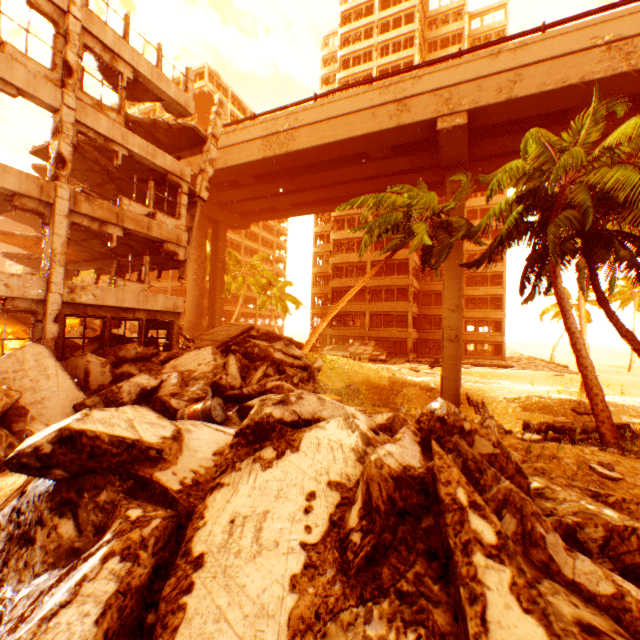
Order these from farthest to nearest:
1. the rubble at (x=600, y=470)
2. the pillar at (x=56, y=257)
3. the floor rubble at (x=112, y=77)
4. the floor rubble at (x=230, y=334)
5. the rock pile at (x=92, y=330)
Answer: the rock pile at (x=92, y=330) → the floor rubble at (x=230, y=334) → the floor rubble at (x=112, y=77) → the pillar at (x=56, y=257) → the rubble at (x=600, y=470)

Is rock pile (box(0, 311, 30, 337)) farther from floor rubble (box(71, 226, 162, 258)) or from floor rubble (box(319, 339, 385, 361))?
floor rubble (box(319, 339, 385, 361))

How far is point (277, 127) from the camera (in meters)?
23.39

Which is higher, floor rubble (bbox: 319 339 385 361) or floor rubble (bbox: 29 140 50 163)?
floor rubble (bbox: 29 140 50 163)

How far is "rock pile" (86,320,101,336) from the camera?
21.64m

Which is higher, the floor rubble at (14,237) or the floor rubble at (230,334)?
the floor rubble at (14,237)

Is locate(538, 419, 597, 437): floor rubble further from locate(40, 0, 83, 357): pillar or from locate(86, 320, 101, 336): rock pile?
locate(40, 0, 83, 357): pillar

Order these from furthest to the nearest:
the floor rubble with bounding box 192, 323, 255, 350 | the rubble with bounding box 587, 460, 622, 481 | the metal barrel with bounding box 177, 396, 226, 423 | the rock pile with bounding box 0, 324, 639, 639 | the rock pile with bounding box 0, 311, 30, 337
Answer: the rock pile with bounding box 0, 311, 30, 337 < the floor rubble with bounding box 192, 323, 255, 350 < the metal barrel with bounding box 177, 396, 226, 423 < the rubble with bounding box 587, 460, 622, 481 < the rock pile with bounding box 0, 324, 639, 639
